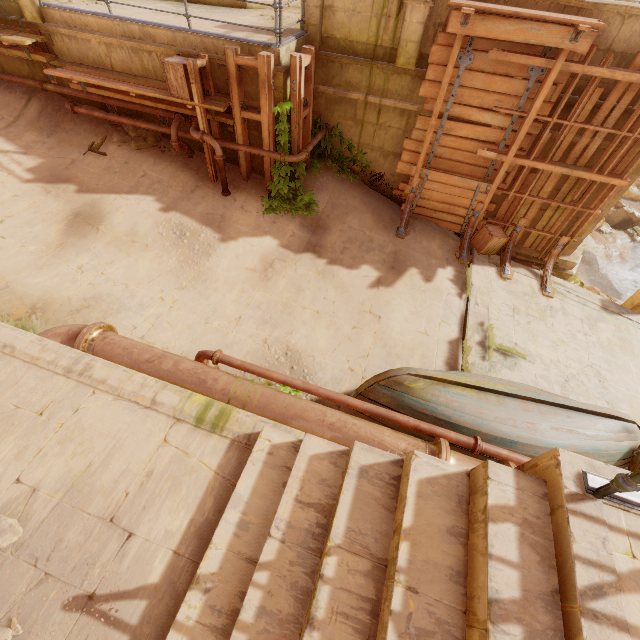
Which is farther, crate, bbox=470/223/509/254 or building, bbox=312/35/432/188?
crate, bbox=470/223/509/254

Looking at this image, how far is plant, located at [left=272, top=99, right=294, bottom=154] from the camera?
7.1 meters

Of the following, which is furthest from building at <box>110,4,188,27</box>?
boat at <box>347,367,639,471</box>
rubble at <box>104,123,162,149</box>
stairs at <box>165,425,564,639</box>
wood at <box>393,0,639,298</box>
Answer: stairs at <box>165,425,564,639</box>

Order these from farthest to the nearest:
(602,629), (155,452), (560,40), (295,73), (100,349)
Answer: (295,73) < (560,40) < (100,349) < (155,452) < (602,629)

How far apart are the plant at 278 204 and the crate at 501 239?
4.39m

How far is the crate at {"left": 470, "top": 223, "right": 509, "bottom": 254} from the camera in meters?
8.8 m

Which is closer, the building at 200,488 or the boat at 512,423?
the building at 200,488

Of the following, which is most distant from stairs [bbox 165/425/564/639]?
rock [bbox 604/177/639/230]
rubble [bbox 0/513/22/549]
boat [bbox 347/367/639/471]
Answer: rock [bbox 604/177/639/230]
